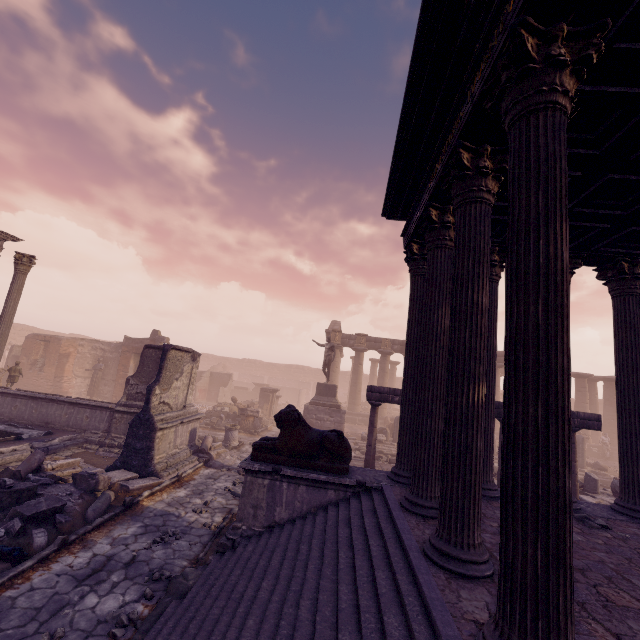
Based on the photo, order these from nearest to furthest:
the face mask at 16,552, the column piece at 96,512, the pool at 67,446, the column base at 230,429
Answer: the face mask at 16,552 → the column piece at 96,512 → the pool at 67,446 → the column base at 230,429

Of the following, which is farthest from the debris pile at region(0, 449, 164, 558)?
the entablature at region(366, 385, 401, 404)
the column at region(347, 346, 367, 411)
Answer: the column at region(347, 346, 367, 411)

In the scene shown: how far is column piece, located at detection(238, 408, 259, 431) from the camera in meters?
18.1

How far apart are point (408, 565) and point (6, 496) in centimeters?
746cm

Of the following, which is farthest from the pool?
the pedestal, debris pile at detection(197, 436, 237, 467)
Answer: the pedestal

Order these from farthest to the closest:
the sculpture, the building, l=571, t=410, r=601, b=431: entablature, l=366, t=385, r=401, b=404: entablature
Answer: l=366, t=385, r=401, b=404: entablature, l=571, t=410, r=601, b=431: entablature, the sculpture, the building

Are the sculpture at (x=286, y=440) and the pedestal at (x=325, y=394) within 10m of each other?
no

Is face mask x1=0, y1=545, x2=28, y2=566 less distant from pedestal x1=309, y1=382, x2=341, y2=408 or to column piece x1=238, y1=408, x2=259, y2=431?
column piece x1=238, y1=408, x2=259, y2=431
